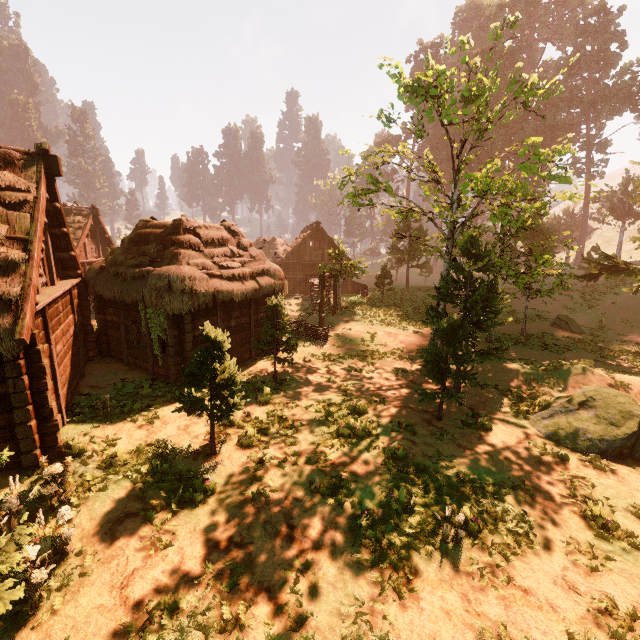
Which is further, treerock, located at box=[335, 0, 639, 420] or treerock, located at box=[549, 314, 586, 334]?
treerock, located at box=[549, 314, 586, 334]

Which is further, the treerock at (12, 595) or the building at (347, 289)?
the building at (347, 289)

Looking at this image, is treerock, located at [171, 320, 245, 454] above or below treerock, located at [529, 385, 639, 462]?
above

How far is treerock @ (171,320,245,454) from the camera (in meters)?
7.89

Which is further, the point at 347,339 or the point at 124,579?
the point at 347,339

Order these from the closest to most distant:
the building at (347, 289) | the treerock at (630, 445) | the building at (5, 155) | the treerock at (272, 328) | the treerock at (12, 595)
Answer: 1. the treerock at (12, 595)
2. the building at (5, 155)
3. the treerock at (630, 445)
4. the treerock at (272, 328)
5. the building at (347, 289)

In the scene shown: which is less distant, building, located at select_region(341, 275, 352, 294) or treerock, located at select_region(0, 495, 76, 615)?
treerock, located at select_region(0, 495, 76, 615)
